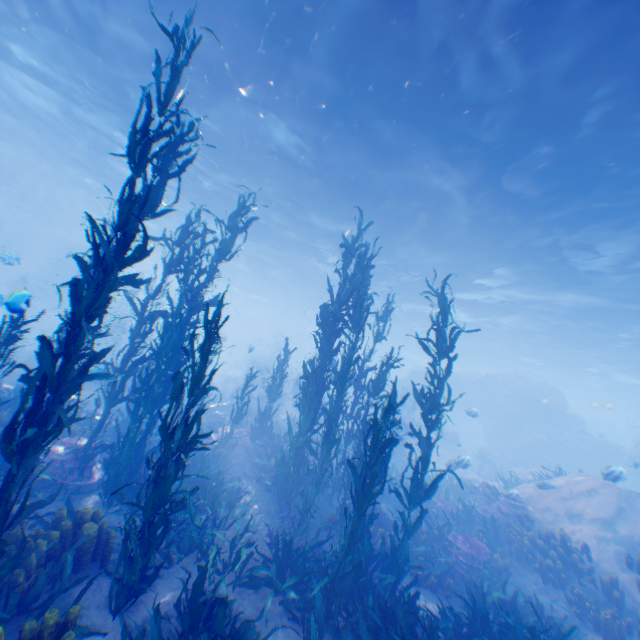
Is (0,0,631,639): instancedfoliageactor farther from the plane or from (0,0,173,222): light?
(0,0,173,222): light

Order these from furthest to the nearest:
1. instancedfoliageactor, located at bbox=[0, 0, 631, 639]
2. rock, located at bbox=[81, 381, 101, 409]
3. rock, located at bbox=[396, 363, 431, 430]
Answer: rock, located at bbox=[396, 363, 431, 430]
rock, located at bbox=[81, 381, 101, 409]
instancedfoliageactor, located at bbox=[0, 0, 631, 639]

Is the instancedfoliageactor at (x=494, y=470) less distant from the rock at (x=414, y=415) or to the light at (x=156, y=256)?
the rock at (x=414, y=415)

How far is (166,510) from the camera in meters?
4.8

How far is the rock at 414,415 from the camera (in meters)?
32.06

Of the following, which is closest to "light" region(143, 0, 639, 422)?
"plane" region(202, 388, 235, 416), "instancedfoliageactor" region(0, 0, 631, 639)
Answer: "instancedfoliageactor" region(0, 0, 631, 639)

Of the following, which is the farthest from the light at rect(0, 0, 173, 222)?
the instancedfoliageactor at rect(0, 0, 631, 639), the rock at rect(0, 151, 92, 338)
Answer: the instancedfoliageactor at rect(0, 0, 631, 639)
